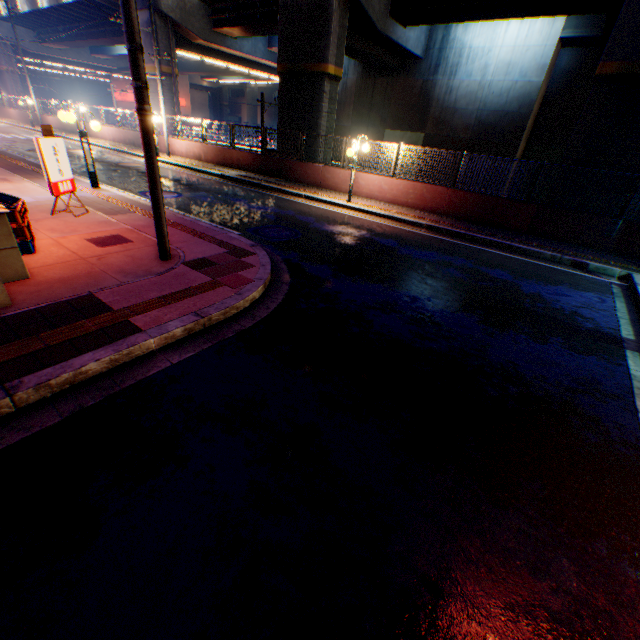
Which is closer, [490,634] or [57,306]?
[490,634]

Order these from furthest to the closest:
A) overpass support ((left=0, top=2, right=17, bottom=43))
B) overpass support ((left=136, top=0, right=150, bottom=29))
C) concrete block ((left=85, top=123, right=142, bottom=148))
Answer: overpass support ((left=0, top=2, right=17, bottom=43)), concrete block ((left=85, top=123, right=142, bottom=148)), overpass support ((left=136, top=0, right=150, bottom=29))

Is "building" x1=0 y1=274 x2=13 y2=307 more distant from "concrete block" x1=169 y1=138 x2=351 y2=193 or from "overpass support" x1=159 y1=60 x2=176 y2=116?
"overpass support" x1=159 y1=60 x2=176 y2=116

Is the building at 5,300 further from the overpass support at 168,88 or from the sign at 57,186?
the sign at 57,186

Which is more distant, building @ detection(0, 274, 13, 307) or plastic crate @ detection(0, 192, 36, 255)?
plastic crate @ detection(0, 192, 36, 255)

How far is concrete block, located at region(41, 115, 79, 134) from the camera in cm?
2817

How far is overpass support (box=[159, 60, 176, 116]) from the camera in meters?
21.7

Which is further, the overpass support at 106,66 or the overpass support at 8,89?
the overpass support at 8,89
